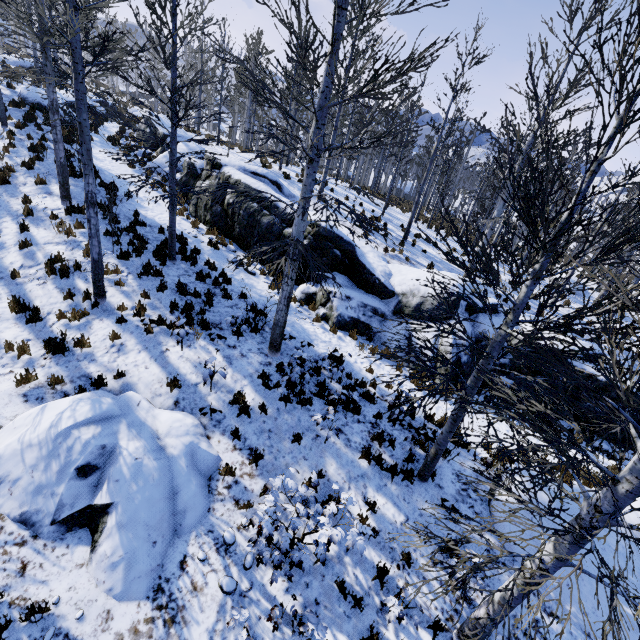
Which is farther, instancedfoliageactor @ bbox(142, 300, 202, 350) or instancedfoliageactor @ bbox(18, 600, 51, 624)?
instancedfoliageactor @ bbox(142, 300, 202, 350)

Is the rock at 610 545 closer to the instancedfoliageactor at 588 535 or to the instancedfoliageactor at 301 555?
the instancedfoliageactor at 588 535

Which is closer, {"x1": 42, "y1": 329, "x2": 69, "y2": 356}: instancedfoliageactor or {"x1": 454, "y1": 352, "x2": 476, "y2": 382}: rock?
{"x1": 42, "y1": 329, "x2": 69, "y2": 356}: instancedfoliageactor

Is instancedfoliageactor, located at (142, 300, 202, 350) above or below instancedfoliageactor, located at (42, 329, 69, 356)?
above

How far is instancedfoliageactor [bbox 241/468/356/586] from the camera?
4.4m

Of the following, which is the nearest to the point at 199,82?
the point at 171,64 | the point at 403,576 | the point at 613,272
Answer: the point at 171,64

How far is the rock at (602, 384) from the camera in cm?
1052

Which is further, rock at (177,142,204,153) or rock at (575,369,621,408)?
rock at (177,142,204,153)
